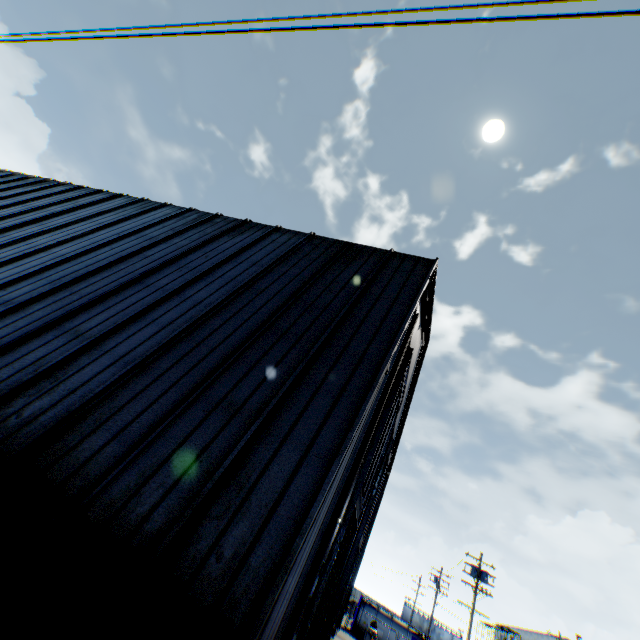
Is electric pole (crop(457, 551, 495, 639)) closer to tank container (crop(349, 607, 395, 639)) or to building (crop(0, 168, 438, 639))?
tank container (crop(349, 607, 395, 639))

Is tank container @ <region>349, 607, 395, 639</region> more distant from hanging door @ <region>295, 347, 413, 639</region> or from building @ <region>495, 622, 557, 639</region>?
building @ <region>495, 622, 557, 639</region>

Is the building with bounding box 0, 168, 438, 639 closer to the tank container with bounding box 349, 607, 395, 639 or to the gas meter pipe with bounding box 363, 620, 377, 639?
the gas meter pipe with bounding box 363, 620, 377, 639

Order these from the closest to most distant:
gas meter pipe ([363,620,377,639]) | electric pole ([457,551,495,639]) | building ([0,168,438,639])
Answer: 1. building ([0,168,438,639])
2. electric pole ([457,551,495,639])
3. gas meter pipe ([363,620,377,639])

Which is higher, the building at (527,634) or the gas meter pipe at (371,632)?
the building at (527,634)

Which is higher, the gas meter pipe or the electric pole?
the electric pole

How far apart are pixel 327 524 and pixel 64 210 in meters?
15.2 m

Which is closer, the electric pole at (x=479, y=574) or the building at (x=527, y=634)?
the electric pole at (x=479, y=574)
